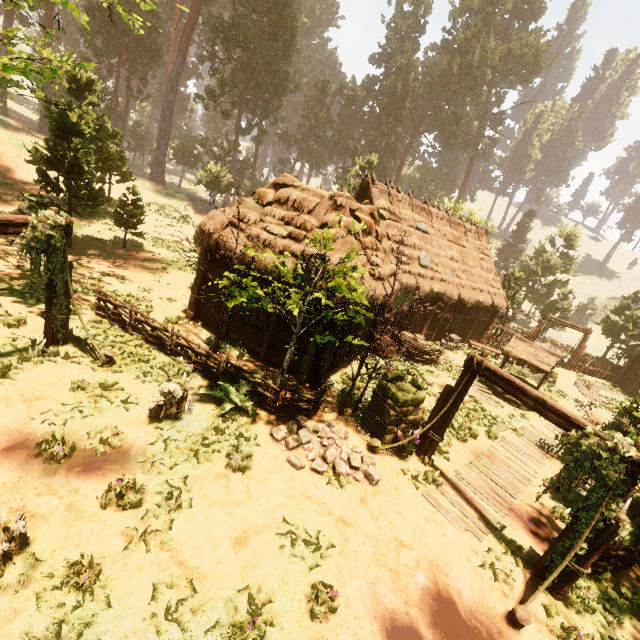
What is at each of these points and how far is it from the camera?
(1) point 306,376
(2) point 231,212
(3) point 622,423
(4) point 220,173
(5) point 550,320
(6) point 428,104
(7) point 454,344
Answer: (1) building, 11.0 meters
(2) building, 11.9 meters
(3) treerock, 10.9 meters
(4) treerock, 38.1 meters
(5) fence arch, 25.3 meters
(6) treerock, 52.1 meters
(7) basket, 20.7 meters

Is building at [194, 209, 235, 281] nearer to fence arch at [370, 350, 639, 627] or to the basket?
the basket

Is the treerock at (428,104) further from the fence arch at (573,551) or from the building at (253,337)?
the fence arch at (573,551)

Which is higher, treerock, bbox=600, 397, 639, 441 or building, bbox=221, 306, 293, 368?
treerock, bbox=600, 397, 639, 441

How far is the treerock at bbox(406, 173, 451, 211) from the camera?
53.7 meters

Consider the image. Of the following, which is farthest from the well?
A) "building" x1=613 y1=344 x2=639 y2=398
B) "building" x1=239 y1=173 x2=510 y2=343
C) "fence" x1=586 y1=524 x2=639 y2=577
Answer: "building" x1=613 y1=344 x2=639 y2=398

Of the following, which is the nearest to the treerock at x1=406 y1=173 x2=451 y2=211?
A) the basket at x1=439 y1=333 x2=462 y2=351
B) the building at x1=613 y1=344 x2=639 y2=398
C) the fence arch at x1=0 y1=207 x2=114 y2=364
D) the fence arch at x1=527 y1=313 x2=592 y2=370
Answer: the fence arch at x1=0 y1=207 x2=114 y2=364

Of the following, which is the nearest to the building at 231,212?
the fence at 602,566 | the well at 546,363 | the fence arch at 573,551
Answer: the fence at 602,566
